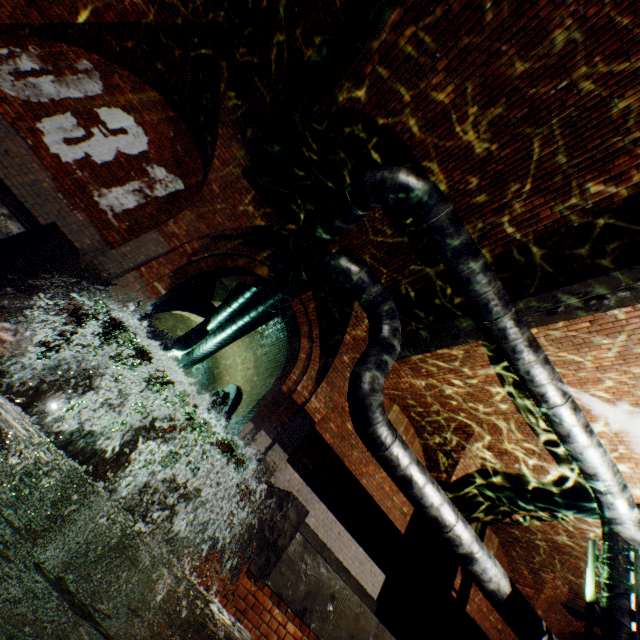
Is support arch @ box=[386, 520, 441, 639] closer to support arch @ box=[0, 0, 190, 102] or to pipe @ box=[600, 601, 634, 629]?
pipe @ box=[600, 601, 634, 629]

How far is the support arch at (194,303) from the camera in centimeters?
1125cm

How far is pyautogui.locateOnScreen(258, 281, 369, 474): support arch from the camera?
7.0m

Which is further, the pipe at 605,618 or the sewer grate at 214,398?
the sewer grate at 214,398

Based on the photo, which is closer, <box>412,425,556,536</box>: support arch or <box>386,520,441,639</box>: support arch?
<box>386,520,441,639</box>: support arch

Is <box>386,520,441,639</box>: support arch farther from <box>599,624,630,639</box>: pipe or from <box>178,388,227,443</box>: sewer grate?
<box>178,388,227,443</box>: sewer grate

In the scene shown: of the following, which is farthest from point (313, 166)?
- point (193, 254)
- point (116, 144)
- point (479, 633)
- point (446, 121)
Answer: point (479, 633)

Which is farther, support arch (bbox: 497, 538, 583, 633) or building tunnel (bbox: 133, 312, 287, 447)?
building tunnel (bbox: 133, 312, 287, 447)
